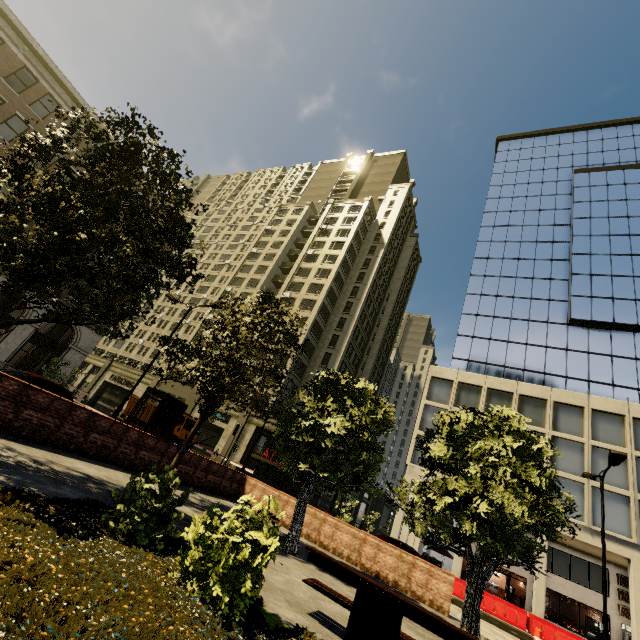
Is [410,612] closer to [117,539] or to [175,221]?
[117,539]

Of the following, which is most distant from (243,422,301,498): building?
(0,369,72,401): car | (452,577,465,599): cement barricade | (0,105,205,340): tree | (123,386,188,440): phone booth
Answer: (123,386,188,440): phone booth

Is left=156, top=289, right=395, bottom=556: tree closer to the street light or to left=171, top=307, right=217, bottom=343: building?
left=171, top=307, right=217, bottom=343: building

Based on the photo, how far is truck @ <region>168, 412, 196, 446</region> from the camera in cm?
2734

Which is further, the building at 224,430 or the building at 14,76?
the building at 224,430

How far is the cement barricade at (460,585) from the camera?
18.9 meters

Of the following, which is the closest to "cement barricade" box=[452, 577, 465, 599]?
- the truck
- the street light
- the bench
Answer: the street light

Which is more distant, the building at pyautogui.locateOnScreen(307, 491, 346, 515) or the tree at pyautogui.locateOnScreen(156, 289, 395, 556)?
the building at pyautogui.locateOnScreen(307, 491, 346, 515)
